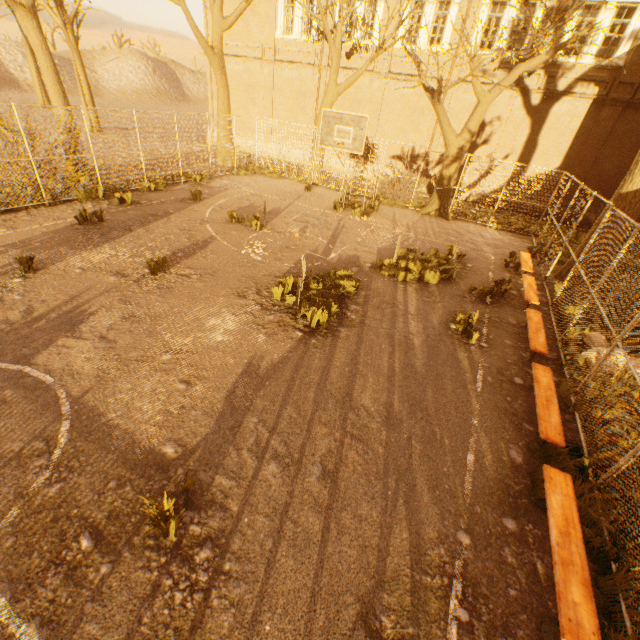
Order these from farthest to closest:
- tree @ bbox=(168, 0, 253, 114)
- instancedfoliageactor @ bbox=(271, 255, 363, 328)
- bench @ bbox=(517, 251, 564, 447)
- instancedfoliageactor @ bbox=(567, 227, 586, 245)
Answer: tree @ bbox=(168, 0, 253, 114), instancedfoliageactor @ bbox=(567, 227, 586, 245), instancedfoliageactor @ bbox=(271, 255, 363, 328), bench @ bbox=(517, 251, 564, 447)

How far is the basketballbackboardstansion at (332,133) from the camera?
11.11m

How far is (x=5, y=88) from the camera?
43.0m

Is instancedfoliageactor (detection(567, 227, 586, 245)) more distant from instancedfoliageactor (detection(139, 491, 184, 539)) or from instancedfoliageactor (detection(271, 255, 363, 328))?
instancedfoliageactor (detection(139, 491, 184, 539))

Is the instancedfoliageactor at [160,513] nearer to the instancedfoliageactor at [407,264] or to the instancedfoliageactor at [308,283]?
the instancedfoliageactor at [308,283]

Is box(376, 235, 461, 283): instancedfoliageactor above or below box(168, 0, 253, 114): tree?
below

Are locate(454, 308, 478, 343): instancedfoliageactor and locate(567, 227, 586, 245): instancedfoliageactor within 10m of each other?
no

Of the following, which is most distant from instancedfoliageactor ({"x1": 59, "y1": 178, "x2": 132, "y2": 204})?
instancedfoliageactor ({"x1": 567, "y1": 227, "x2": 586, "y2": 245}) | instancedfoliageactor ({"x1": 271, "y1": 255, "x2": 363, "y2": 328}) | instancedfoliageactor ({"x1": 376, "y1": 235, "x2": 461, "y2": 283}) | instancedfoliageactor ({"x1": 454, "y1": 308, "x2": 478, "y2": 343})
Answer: instancedfoliageactor ({"x1": 567, "y1": 227, "x2": 586, "y2": 245})
